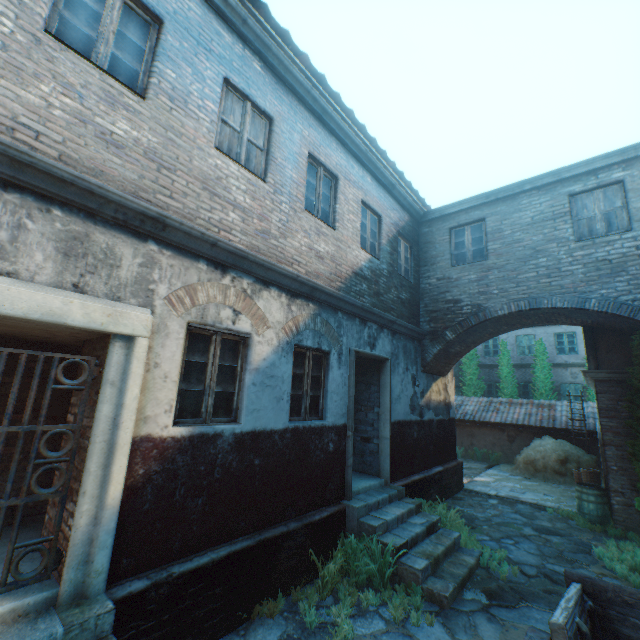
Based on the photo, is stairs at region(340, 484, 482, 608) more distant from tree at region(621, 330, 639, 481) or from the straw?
the straw

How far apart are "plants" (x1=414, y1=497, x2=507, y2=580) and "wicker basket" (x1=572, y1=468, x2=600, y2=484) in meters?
5.6 m

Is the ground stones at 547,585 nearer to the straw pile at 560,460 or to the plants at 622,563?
the plants at 622,563

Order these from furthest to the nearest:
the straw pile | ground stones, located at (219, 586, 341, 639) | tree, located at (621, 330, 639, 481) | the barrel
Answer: the straw pile
the barrel
tree, located at (621, 330, 639, 481)
ground stones, located at (219, 586, 341, 639)

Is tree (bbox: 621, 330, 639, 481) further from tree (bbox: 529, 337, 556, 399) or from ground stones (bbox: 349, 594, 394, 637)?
tree (bbox: 529, 337, 556, 399)

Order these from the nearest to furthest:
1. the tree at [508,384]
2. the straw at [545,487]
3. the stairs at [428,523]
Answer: the stairs at [428,523]
the straw at [545,487]
the tree at [508,384]

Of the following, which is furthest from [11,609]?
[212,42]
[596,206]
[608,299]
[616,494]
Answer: [596,206]

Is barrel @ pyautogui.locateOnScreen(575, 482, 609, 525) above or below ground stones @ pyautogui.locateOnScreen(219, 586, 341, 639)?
above
